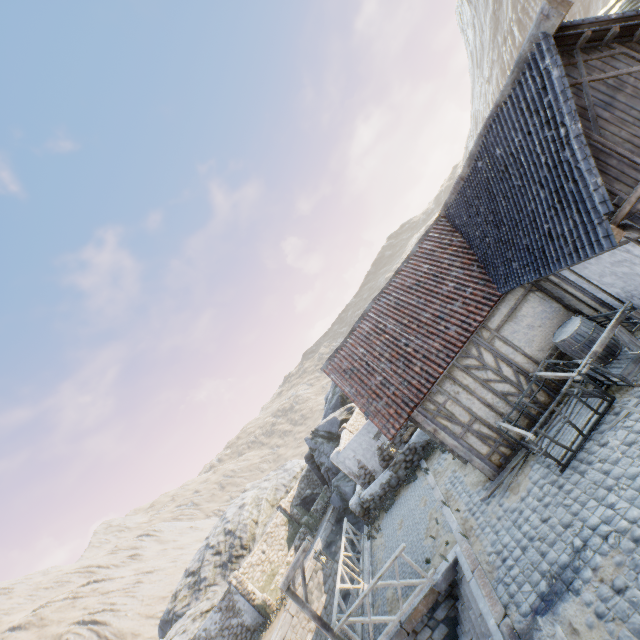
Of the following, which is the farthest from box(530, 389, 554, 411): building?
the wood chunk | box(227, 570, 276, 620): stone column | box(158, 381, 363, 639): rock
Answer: box(158, 381, 363, 639): rock

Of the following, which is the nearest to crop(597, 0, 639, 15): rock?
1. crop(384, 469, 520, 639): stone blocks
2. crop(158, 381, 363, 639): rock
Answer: crop(384, 469, 520, 639): stone blocks

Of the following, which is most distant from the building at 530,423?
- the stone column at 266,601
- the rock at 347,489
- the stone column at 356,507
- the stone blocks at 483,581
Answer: the rock at 347,489

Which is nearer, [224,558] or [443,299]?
[443,299]

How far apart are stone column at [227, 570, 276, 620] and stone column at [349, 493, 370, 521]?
8.94m

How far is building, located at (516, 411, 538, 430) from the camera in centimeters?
892cm

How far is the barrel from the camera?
8.0 meters

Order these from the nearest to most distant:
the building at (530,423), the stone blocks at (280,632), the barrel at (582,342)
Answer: the barrel at (582,342)
the building at (530,423)
the stone blocks at (280,632)
